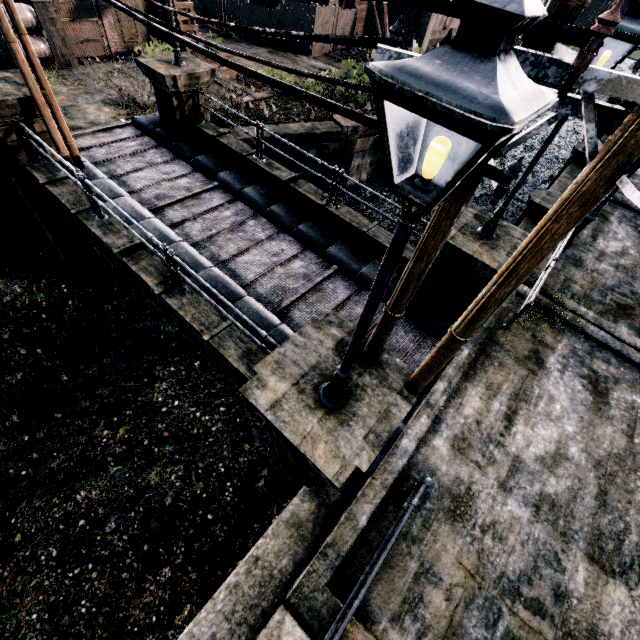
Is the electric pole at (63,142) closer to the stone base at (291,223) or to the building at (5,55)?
the stone base at (291,223)

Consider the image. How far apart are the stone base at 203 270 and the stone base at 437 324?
2.85m

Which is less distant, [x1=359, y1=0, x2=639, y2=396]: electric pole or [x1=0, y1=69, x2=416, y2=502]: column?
[x1=359, y1=0, x2=639, y2=396]: electric pole

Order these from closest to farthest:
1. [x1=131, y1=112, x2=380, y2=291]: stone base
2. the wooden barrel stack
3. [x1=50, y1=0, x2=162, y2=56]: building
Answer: [x1=131, y1=112, x2=380, y2=291]: stone base
the wooden barrel stack
[x1=50, y1=0, x2=162, y2=56]: building

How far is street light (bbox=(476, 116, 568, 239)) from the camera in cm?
620

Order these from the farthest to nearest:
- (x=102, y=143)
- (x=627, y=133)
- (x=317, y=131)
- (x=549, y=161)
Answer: (x=549, y=161) < (x=317, y=131) < (x=102, y=143) < (x=627, y=133)

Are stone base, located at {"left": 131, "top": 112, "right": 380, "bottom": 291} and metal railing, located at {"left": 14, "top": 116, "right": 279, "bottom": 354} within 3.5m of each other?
no

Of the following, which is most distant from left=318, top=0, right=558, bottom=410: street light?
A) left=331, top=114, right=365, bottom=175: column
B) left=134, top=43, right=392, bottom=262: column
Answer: left=331, top=114, right=365, bottom=175: column
